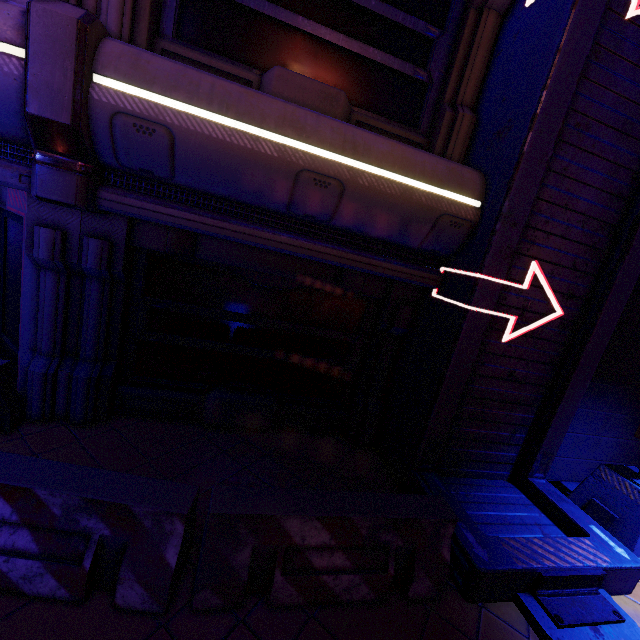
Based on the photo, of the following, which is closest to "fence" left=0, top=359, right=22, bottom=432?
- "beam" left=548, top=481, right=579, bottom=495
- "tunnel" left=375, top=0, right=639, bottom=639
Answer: "tunnel" left=375, top=0, right=639, bottom=639

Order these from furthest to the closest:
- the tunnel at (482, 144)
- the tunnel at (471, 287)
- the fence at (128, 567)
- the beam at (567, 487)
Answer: the beam at (567, 487) < the tunnel at (471, 287) < the tunnel at (482, 144) < the fence at (128, 567)

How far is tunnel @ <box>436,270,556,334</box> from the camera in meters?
4.1 m

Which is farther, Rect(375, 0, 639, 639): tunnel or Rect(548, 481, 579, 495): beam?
Rect(548, 481, 579, 495): beam

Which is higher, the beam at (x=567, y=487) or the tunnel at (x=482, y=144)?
the tunnel at (x=482, y=144)

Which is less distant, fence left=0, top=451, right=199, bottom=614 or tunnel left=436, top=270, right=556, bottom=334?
fence left=0, top=451, right=199, bottom=614

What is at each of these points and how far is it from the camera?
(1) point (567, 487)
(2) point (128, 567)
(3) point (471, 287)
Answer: (1) beam, 5.9 meters
(2) fence, 2.6 meters
(3) tunnel, 4.1 meters

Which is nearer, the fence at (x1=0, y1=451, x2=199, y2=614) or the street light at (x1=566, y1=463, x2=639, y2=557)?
the fence at (x1=0, y1=451, x2=199, y2=614)
